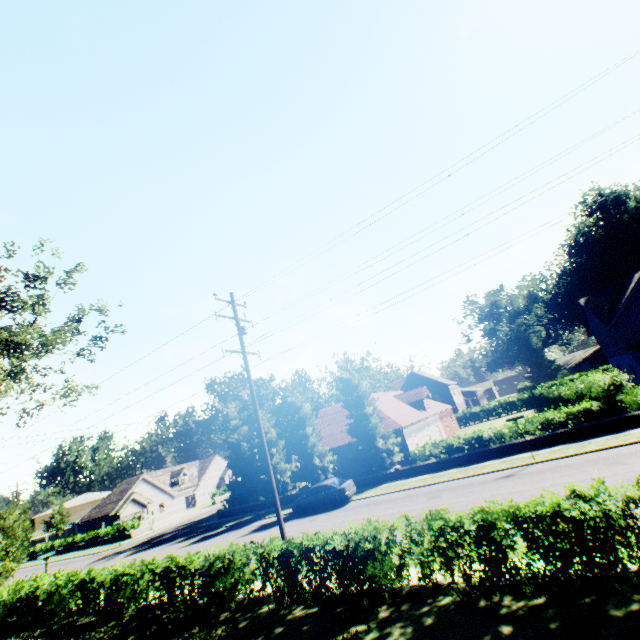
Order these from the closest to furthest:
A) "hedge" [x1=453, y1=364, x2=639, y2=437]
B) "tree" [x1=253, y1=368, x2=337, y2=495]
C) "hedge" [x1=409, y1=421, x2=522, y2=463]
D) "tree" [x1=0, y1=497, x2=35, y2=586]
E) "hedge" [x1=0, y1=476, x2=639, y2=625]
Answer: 1. "hedge" [x1=0, y1=476, x2=639, y2=625]
2. "hedge" [x1=453, y1=364, x2=639, y2=437]
3. "tree" [x1=0, y1=497, x2=35, y2=586]
4. "hedge" [x1=409, y1=421, x2=522, y2=463]
5. "tree" [x1=253, y1=368, x2=337, y2=495]

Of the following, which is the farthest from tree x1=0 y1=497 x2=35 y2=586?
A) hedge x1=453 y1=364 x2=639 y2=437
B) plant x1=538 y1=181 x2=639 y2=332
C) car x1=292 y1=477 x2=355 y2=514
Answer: car x1=292 y1=477 x2=355 y2=514

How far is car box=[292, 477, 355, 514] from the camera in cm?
2192

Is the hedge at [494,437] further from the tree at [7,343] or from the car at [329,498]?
the car at [329,498]

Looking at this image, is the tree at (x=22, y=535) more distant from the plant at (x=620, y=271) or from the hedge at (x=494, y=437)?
the plant at (x=620, y=271)

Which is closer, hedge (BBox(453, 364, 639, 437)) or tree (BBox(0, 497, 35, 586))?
hedge (BBox(453, 364, 639, 437))

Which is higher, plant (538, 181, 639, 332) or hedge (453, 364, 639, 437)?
plant (538, 181, 639, 332)

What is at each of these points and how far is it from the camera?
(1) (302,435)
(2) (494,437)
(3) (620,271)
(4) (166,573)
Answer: (1) tree, 30.6 meters
(2) hedge, 22.0 meters
(3) plant, 45.6 meters
(4) hedge, 12.4 meters
